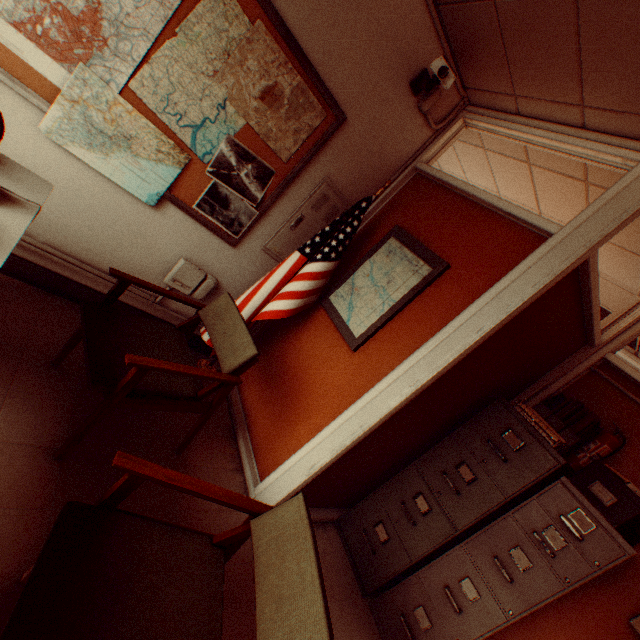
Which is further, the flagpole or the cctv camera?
the flagpole

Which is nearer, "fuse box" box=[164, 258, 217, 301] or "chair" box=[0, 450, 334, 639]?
"chair" box=[0, 450, 334, 639]

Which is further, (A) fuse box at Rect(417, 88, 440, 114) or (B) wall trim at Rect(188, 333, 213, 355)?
(B) wall trim at Rect(188, 333, 213, 355)

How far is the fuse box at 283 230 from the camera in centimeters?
291cm

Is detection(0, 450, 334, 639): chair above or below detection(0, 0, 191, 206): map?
below

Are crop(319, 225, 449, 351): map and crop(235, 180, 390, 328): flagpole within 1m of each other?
yes

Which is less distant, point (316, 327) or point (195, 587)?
point (195, 587)

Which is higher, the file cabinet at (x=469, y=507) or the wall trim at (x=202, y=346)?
the file cabinet at (x=469, y=507)
